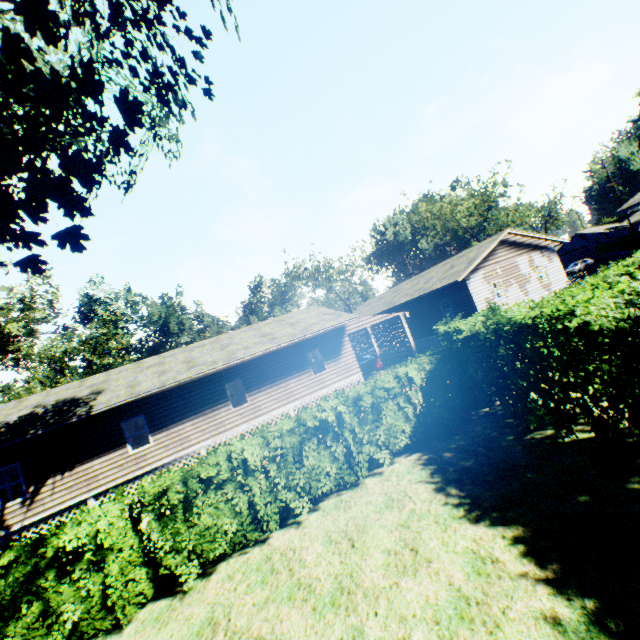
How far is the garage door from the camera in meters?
50.2 m

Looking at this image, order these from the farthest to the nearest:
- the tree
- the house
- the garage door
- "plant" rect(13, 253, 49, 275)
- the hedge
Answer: the garage door < the tree < the house < "plant" rect(13, 253, 49, 275) < the hedge

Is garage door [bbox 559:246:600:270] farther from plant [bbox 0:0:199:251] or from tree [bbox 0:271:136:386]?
tree [bbox 0:271:136:386]

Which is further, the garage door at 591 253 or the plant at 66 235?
the garage door at 591 253

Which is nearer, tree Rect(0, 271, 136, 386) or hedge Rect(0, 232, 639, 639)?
hedge Rect(0, 232, 639, 639)

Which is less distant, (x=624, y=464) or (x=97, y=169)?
(x=624, y=464)

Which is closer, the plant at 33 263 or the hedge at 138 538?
the hedge at 138 538

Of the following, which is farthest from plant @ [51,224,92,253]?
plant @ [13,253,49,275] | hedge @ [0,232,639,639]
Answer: hedge @ [0,232,639,639]
